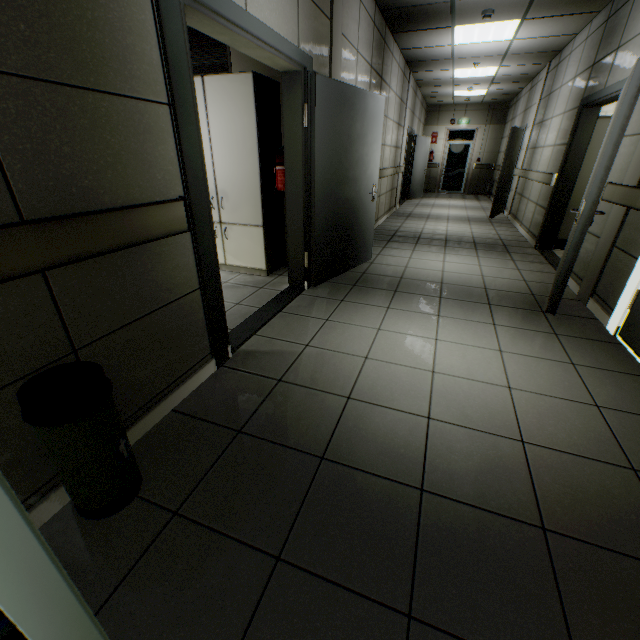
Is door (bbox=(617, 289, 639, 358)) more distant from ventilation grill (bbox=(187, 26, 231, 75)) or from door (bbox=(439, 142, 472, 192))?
door (bbox=(439, 142, 472, 192))

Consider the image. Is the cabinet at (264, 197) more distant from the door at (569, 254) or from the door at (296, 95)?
the door at (569, 254)

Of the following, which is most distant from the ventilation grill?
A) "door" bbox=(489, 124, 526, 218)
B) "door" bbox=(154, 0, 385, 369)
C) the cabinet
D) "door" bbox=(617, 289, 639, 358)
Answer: "door" bbox=(489, 124, 526, 218)

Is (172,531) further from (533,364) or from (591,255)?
(591,255)

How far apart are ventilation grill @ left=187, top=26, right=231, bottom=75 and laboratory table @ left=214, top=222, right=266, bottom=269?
1.73m

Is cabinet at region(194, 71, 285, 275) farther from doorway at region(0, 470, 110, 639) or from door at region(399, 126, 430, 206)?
door at region(399, 126, 430, 206)

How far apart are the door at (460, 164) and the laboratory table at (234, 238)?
12.9m

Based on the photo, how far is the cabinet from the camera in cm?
330
